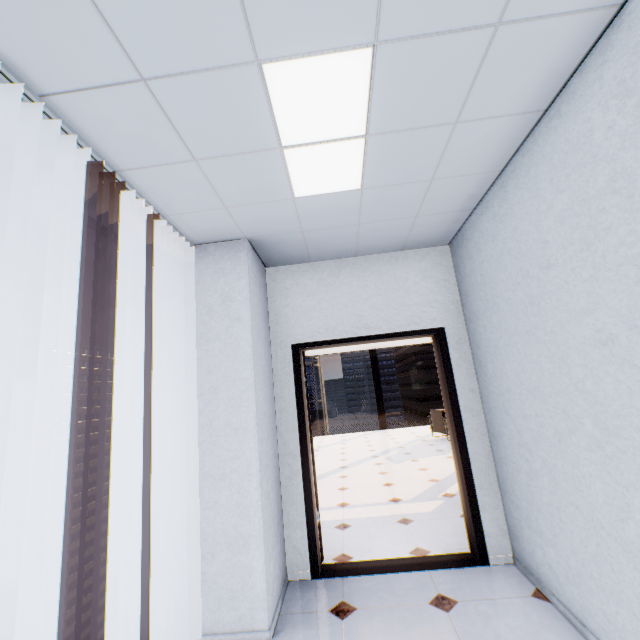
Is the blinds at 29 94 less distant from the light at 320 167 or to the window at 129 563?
the window at 129 563

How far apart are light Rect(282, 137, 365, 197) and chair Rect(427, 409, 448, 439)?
7.68m

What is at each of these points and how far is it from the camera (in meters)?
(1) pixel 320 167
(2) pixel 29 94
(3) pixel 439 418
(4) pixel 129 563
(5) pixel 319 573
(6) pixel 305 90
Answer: (1) light, 2.04
(2) blinds, 1.37
(3) chair, 8.75
(4) window, 2.26
(5) door, 2.87
(6) light, 1.51

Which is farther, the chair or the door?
the chair

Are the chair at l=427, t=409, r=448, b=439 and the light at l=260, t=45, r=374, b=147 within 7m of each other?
no

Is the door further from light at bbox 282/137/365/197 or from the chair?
the chair

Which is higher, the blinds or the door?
the blinds

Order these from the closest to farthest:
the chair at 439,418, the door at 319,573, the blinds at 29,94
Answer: the blinds at 29,94, the door at 319,573, the chair at 439,418
